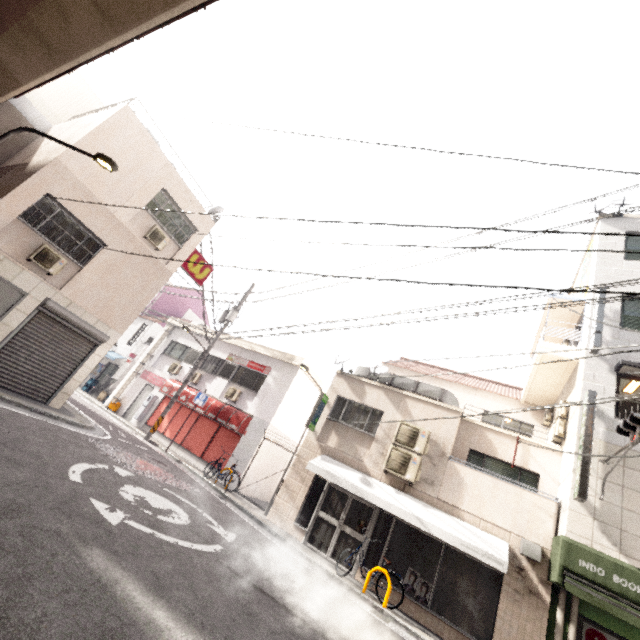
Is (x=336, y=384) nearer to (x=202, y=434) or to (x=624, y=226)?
(x=202, y=434)

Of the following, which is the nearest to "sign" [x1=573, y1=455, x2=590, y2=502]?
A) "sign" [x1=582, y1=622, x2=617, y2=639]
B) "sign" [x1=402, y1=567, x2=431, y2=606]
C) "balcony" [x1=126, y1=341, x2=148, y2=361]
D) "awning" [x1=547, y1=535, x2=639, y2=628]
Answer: "awning" [x1=547, y1=535, x2=639, y2=628]

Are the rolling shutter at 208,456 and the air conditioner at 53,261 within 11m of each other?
yes

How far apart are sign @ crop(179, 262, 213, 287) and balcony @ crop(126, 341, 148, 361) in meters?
10.4 m

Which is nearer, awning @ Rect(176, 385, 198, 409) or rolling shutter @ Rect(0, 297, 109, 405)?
rolling shutter @ Rect(0, 297, 109, 405)

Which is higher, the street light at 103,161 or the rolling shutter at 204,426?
the street light at 103,161

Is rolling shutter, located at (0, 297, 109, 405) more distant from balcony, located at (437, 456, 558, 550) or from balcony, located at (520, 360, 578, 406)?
balcony, located at (520, 360, 578, 406)

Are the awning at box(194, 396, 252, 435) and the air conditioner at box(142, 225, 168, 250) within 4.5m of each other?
no
